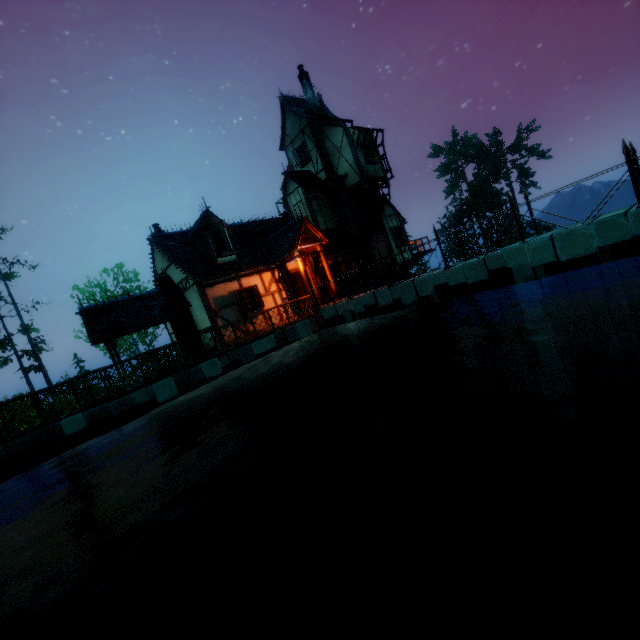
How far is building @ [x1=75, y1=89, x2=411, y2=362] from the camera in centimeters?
1402cm

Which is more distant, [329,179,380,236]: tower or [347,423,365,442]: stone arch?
[329,179,380,236]: tower

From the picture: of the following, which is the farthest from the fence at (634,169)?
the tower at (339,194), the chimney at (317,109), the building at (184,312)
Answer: the chimney at (317,109)

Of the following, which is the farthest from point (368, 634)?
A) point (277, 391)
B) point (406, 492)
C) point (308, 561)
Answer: point (277, 391)

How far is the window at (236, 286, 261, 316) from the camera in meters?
14.6

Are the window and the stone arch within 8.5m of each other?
yes

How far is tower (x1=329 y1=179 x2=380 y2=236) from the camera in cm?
2028

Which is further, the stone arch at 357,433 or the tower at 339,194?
the tower at 339,194
